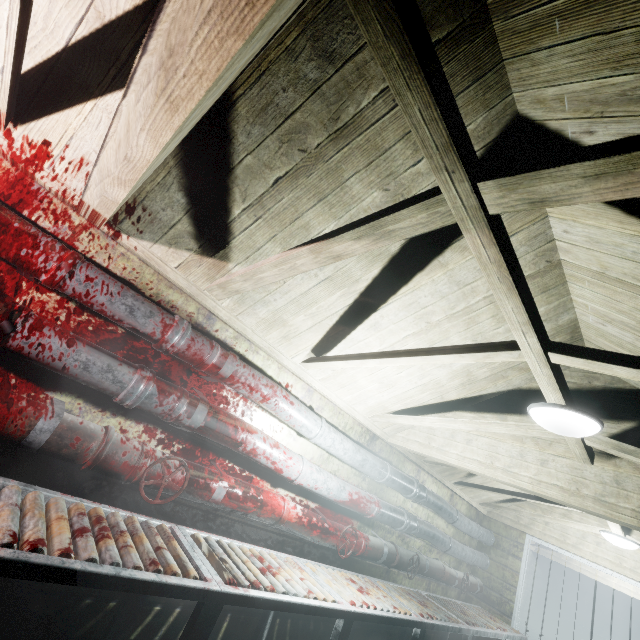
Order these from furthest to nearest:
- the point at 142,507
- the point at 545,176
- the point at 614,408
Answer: the point at 614,408 → the point at 142,507 → the point at 545,176

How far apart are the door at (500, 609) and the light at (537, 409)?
4.1 meters

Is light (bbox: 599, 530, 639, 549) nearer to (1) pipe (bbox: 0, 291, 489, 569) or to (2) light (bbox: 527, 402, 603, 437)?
(1) pipe (bbox: 0, 291, 489, 569)

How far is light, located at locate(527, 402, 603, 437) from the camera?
1.7m

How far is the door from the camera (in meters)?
4.46

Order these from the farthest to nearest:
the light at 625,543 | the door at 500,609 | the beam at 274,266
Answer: the door at 500,609 < the light at 625,543 < the beam at 274,266

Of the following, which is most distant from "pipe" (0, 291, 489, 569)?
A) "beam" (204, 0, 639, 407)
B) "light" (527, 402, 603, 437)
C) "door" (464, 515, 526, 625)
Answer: "light" (527, 402, 603, 437)

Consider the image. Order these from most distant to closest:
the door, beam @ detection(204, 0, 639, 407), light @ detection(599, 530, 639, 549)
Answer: the door
light @ detection(599, 530, 639, 549)
beam @ detection(204, 0, 639, 407)
